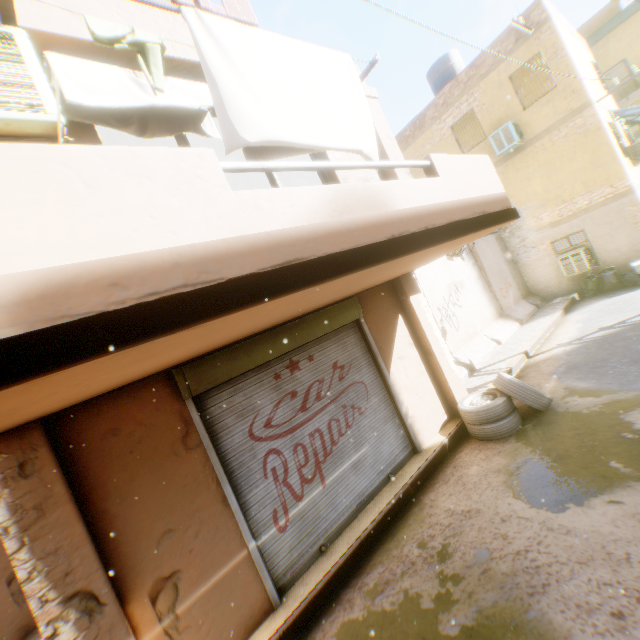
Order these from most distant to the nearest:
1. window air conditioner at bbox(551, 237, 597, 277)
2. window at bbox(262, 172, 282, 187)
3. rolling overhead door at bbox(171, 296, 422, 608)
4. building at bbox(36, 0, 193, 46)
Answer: window air conditioner at bbox(551, 237, 597, 277) < window at bbox(262, 172, 282, 187) < rolling overhead door at bbox(171, 296, 422, 608) < building at bbox(36, 0, 193, 46)

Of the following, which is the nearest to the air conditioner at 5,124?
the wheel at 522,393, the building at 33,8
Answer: the building at 33,8

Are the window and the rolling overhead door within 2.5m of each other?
yes

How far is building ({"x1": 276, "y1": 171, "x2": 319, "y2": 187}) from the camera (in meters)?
7.62

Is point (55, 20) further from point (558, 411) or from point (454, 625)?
point (558, 411)

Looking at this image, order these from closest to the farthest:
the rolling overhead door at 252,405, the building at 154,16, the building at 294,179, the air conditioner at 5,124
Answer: the air conditioner at 5,124 → the building at 154,16 → the rolling overhead door at 252,405 → the building at 294,179

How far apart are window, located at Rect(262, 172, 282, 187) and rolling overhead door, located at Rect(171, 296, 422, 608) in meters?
1.4
